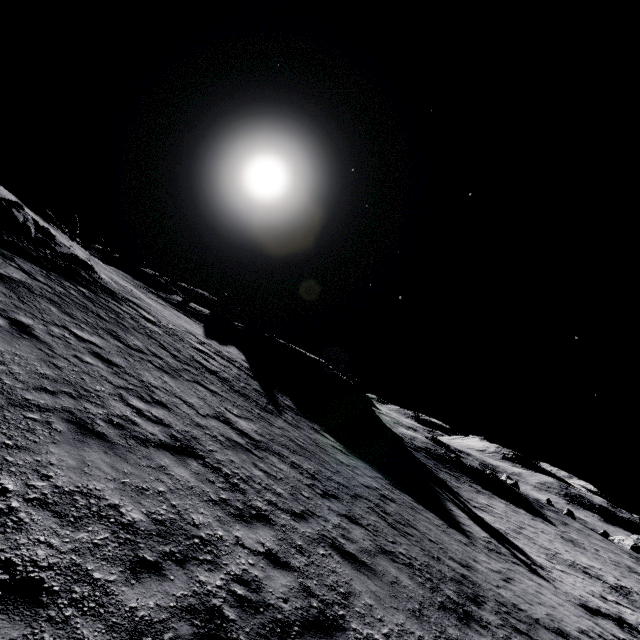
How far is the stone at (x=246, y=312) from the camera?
55.31m

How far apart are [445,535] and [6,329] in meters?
16.1 m

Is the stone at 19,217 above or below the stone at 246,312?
below

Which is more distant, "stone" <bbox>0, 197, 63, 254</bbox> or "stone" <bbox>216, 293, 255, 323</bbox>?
"stone" <bbox>216, 293, 255, 323</bbox>

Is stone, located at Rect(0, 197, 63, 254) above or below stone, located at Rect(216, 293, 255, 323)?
below

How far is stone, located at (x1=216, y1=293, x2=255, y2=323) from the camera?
55.31m
